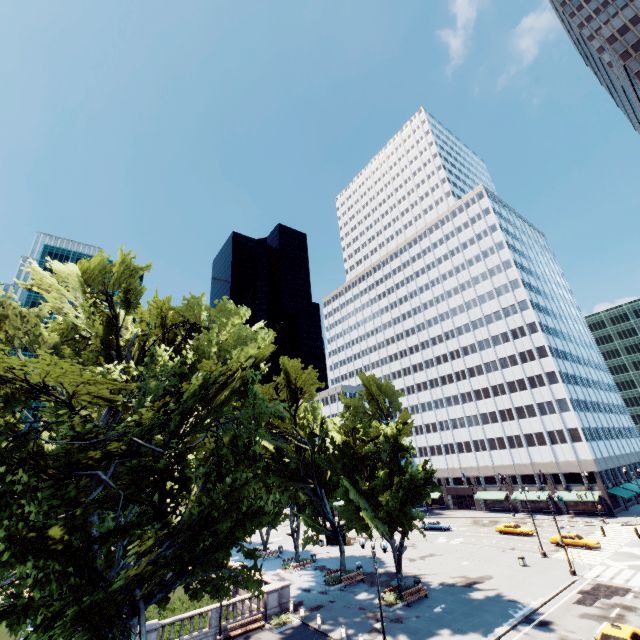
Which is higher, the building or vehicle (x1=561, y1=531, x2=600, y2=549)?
the building

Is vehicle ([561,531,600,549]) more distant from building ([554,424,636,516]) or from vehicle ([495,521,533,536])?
building ([554,424,636,516])

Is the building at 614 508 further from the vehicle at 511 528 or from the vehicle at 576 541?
the vehicle at 576 541

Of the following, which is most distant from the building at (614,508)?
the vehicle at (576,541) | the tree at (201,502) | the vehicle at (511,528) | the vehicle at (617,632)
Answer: the vehicle at (617,632)

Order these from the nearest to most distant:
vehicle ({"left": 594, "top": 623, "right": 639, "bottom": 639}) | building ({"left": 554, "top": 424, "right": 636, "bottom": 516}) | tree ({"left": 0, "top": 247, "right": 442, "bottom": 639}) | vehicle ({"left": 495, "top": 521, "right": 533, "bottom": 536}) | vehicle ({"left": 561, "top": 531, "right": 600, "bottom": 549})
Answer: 1. tree ({"left": 0, "top": 247, "right": 442, "bottom": 639})
2. vehicle ({"left": 594, "top": 623, "right": 639, "bottom": 639})
3. vehicle ({"left": 561, "top": 531, "right": 600, "bottom": 549})
4. vehicle ({"left": 495, "top": 521, "right": 533, "bottom": 536})
5. building ({"left": 554, "top": 424, "right": 636, "bottom": 516})

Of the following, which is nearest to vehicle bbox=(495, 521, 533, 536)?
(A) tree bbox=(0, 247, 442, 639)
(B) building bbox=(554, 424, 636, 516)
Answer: (B) building bbox=(554, 424, 636, 516)

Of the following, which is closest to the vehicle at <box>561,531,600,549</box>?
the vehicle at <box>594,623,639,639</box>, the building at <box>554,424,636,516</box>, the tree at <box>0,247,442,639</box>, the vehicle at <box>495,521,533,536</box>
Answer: the vehicle at <box>495,521,533,536</box>

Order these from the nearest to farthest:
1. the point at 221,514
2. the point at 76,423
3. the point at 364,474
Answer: the point at 76,423 < the point at 221,514 < the point at 364,474
